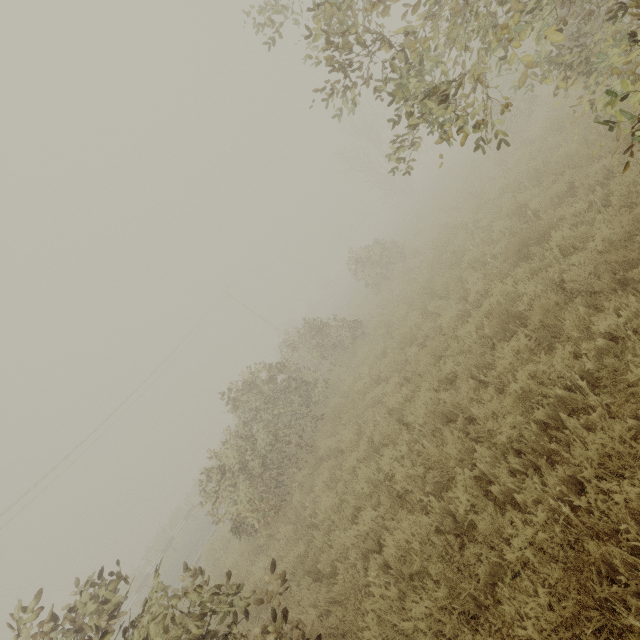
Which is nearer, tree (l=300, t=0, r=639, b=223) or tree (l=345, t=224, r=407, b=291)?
tree (l=300, t=0, r=639, b=223)

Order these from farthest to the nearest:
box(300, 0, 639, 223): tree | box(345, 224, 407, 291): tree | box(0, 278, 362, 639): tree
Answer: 1. box(345, 224, 407, 291): tree
2. box(0, 278, 362, 639): tree
3. box(300, 0, 639, 223): tree

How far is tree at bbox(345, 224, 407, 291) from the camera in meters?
17.4

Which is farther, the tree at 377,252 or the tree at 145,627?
the tree at 377,252

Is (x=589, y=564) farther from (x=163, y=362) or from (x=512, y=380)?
(x=163, y=362)
